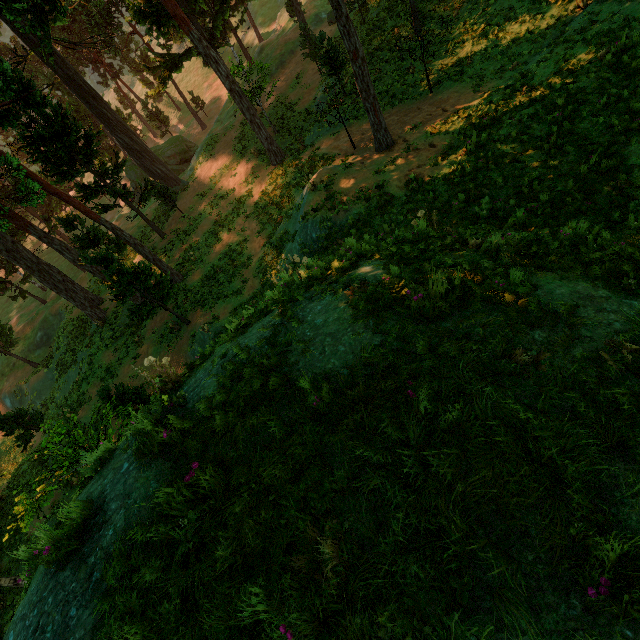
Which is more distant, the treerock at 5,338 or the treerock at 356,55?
the treerock at 5,338

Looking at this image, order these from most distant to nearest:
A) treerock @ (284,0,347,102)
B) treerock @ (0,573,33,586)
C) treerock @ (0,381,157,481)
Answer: treerock @ (284,0,347,102)
treerock @ (0,381,157,481)
treerock @ (0,573,33,586)

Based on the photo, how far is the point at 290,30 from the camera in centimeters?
3594cm

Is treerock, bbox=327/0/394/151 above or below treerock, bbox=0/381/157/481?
above
